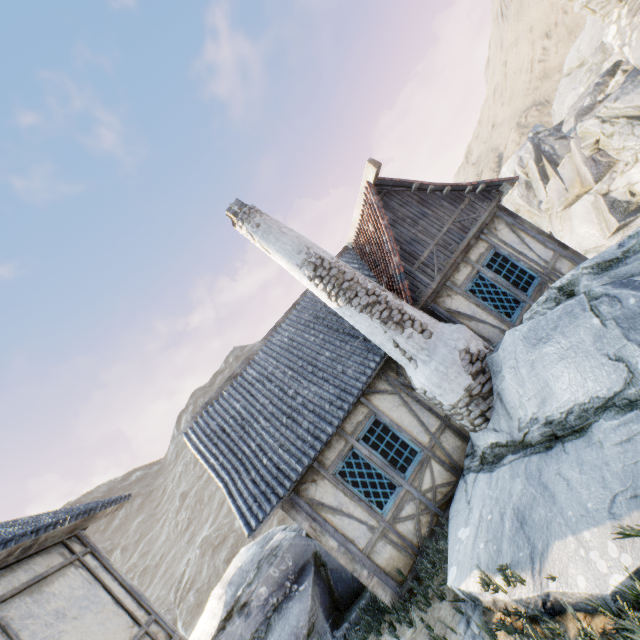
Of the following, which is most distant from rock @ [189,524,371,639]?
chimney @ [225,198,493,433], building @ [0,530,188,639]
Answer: chimney @ [225,198,493,433]

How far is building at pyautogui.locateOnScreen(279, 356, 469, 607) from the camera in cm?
634

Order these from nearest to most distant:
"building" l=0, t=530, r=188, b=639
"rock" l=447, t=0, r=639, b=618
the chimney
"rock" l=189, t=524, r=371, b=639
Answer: "rock" l=447, t=0, r=639, b=618 < "building" l=0, t=530, r=188, b=639 < the chimney < "rock" l=189, t=524, r=371, b=639

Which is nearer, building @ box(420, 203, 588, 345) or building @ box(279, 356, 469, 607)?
building @ box(279, 356, 469, 607)

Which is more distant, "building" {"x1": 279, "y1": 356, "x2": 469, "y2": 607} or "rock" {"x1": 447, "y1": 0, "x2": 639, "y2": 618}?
"building" {"x1": 279, "y1": 356, "x2": 469, "y2": 607}

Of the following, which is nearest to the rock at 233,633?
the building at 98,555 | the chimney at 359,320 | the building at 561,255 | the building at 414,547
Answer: the building at 98,555

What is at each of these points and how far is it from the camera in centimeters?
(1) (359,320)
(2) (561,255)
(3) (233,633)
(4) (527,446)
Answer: (1) chimney, 692cm
(2) building, 817cm
(3) rock, 713cm
(4) rock, 530cm

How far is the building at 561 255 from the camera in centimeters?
745cm
